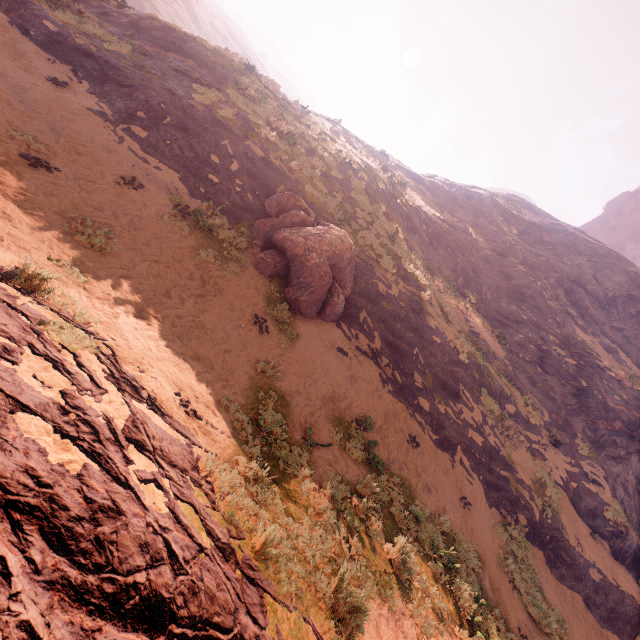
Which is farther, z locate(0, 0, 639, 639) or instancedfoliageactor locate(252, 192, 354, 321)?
instancedfoliageactor locate(252, 192, 354, 321)

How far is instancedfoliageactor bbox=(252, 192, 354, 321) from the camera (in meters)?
11.45

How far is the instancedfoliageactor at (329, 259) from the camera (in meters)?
11.45

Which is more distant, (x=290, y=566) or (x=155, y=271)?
(x=155, y=271)

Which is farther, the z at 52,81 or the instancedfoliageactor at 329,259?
the instancedfoliageactor at 329,259
